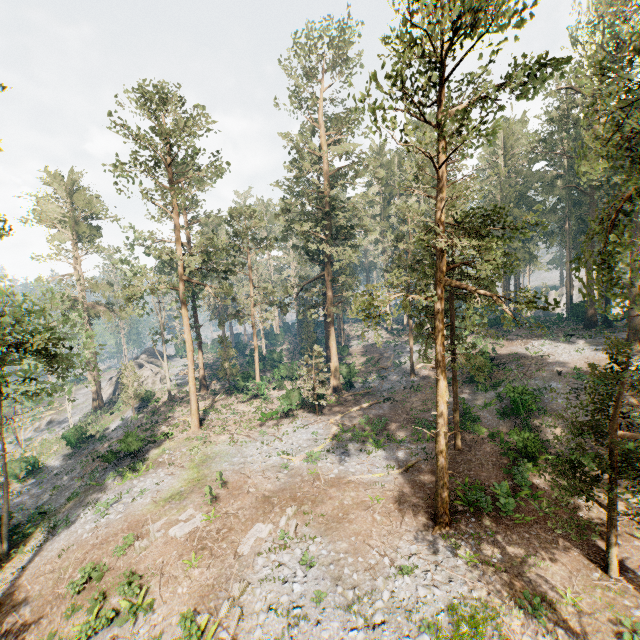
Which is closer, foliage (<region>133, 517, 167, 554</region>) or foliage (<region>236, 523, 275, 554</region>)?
foliage (<region>236, 523, 275, 554</region>)

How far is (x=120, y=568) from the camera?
15.9 meters

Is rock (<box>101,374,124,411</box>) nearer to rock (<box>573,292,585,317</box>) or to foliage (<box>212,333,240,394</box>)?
foliage (<box>212,333,240,394</box>)

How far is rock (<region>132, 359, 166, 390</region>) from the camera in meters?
48.2 m

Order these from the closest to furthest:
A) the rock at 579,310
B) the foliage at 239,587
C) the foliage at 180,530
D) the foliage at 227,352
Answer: the foliage at 239,587 → the foliage at 180,530 → the foliage at 227,352 → the rock at 579,310

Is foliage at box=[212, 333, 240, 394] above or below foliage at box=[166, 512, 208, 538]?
above

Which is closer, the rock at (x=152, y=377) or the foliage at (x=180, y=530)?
the foliage at (x=180, y=530)

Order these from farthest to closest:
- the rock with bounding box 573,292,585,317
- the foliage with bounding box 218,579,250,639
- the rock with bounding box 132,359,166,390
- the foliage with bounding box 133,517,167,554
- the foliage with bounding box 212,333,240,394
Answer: the rock with bounding box 132,359,166,390 < the rock with bounding box 573,292,585,317 < the foliage with bounding box 212,333,240,394 < the foliage with bounding box 133,517,167,554 < the foliage with bounding box 218,579,250,639
